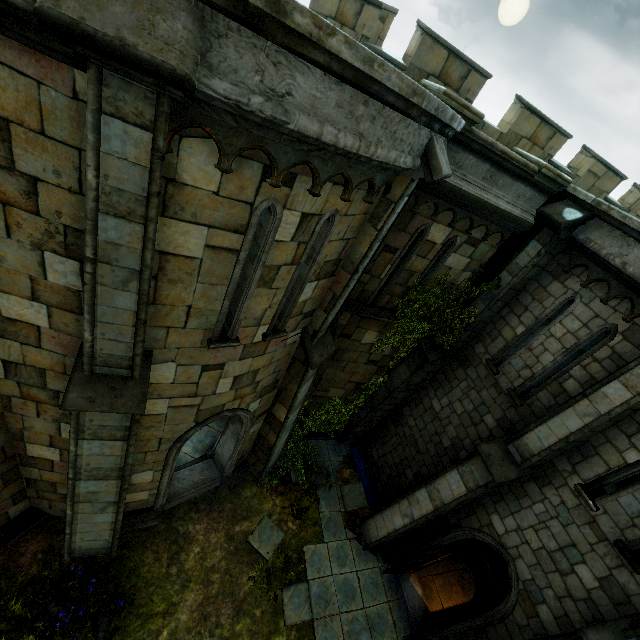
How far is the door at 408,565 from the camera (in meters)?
8.18

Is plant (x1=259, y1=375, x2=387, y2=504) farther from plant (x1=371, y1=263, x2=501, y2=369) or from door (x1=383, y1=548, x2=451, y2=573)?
door (x1=383, y1=548, x2=451, y2=573)

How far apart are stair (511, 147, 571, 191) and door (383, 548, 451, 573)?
9.0 meters

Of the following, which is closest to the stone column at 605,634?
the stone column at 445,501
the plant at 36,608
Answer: the stone column at 445,501

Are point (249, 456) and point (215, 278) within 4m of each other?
no

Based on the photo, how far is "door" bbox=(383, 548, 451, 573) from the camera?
8.2 meters

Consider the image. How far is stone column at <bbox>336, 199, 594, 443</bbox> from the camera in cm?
705

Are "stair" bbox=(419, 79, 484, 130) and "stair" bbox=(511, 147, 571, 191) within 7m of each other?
yes
